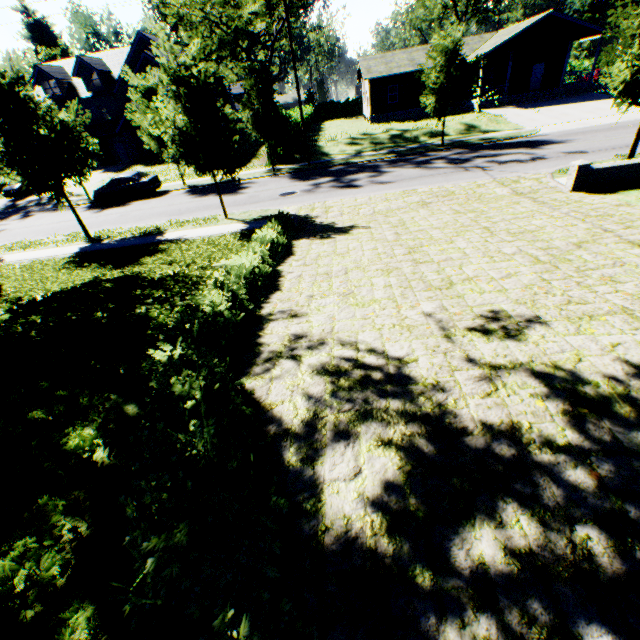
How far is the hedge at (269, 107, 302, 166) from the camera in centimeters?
2555cm

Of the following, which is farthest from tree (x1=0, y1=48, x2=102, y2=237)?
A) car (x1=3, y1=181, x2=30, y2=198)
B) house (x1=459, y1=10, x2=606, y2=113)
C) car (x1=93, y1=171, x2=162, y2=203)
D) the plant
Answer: house (x1=459, y1=10, x2=606, y2=113)

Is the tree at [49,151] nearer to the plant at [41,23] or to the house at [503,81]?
the plant at [41,23]

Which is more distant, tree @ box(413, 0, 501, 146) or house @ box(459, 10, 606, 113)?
house @ box(459, 10, 606, 113)

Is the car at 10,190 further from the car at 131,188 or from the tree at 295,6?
the car at 131,188

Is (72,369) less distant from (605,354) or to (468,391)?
(468,391)

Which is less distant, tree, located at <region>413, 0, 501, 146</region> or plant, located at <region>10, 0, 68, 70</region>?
tree, located at <region>413, 0, 501, 146</region>

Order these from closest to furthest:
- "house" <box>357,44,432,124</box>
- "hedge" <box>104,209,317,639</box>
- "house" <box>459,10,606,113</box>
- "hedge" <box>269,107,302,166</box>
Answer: "hedge" <box>104,209,317,639</box>
"hedge" <box>269,107,302,166</box>
"house" <box>459,10,606,113</box>
"house" <box>357,44,432,124</box>
